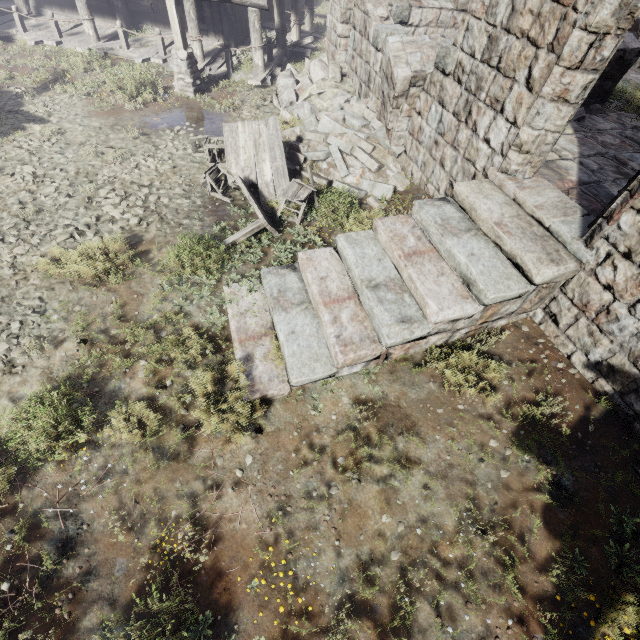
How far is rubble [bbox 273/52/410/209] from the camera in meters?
8.3 m

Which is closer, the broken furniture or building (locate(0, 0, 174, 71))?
the broken furniture

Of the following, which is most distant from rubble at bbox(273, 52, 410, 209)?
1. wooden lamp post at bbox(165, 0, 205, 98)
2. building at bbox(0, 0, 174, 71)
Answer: wooden lamp post at bbox(165, 0, 205, 98)

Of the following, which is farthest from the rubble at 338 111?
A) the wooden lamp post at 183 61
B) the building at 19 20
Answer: the wooden lamp post at 183 61

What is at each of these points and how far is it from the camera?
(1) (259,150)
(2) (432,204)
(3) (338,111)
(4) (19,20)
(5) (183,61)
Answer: (1) broken furniture, 7.9m
(2) building, 5.8m
(3) rubble, 9.1m
(4) building, 12.4m
(5) wooden lamp post, 10.3m

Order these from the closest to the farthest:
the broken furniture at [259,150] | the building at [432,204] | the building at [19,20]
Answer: the building at [432,204], the broken furniture at [259,150], the building at [19,20]

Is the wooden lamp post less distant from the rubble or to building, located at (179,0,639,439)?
building, located at (179,0,639,439)

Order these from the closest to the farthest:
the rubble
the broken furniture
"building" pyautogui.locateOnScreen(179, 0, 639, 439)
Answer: "building" pyautogui.locateOnScreen(179, 0, 639, 439) < the broken furniture < the rubble
